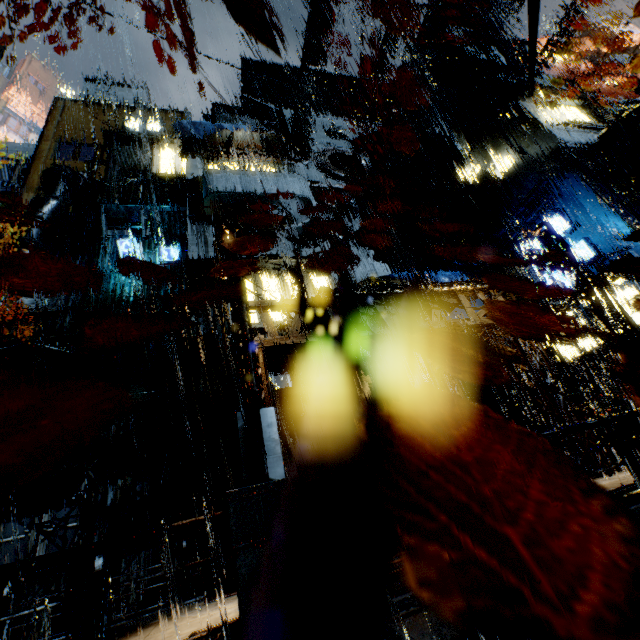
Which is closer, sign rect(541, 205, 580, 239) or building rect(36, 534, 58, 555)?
building rect(36, 534, 58, 555)

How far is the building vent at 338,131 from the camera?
32.4 meters

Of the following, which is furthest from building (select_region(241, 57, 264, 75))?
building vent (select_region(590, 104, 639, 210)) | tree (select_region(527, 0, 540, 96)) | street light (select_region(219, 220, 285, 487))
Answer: tree (select_region(527, 0, 540, 96))

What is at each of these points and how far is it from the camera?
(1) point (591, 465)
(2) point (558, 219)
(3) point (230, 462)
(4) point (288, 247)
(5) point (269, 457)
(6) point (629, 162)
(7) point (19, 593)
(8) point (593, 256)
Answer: (1) building, 10.3 meters
(2) sign, 20.5 meters
(3) building, 15.5 meters
(4) building, 18.8 meters
(5) street light, 5.0 meters
(6) building vent, 18.2 meters
(7) building, 11.7 meters
(8) sign, 18.8 meters

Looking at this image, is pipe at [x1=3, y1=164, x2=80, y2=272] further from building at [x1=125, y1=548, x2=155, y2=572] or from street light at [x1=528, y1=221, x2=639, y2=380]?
street light at [x1=528, y1=221, x2=639, y2=380]

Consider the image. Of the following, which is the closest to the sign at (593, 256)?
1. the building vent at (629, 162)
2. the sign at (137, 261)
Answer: the building vent at (629, 162)

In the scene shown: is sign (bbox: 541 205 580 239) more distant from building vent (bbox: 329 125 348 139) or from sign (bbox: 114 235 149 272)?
sign (bbox: 114 235 149 272)

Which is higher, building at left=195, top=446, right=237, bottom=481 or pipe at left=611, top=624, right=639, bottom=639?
building at left=195, top=446, right=237, bottom=481
